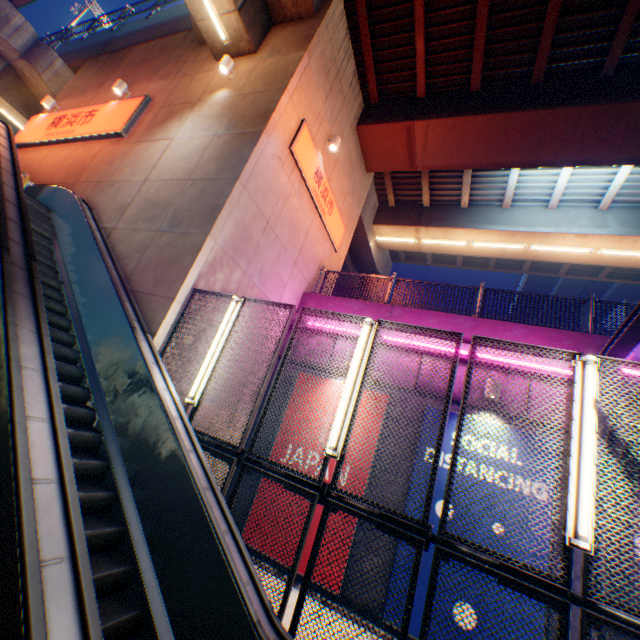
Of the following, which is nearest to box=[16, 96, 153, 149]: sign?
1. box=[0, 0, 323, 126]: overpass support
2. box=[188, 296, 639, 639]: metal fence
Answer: box=[0, 0, 323, 126]: overpass support

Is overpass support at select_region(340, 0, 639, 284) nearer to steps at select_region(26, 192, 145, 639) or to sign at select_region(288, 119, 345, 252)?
sign at select_region(288, 119, 345, 252)

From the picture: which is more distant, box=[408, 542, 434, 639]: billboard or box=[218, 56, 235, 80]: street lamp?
box=[218, 56, 235, 80]: street lamp

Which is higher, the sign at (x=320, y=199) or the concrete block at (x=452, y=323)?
the sign at (x=320, y=199)

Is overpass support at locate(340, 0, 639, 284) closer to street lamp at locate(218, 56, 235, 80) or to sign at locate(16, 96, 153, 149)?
street lamp at locate(218, 56, 235, 80)

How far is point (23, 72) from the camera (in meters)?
14.87

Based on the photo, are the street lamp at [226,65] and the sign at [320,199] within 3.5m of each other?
yes

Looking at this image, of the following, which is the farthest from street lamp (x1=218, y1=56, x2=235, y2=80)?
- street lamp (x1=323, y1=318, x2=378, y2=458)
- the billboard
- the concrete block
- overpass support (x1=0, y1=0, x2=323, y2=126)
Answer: the billboard
